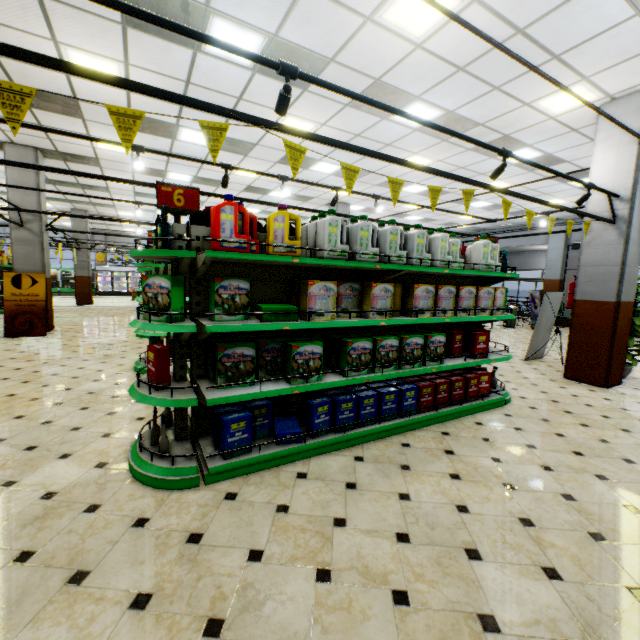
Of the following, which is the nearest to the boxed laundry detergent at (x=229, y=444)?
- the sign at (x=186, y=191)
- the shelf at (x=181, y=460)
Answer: the shelf at (x=181, y=460)

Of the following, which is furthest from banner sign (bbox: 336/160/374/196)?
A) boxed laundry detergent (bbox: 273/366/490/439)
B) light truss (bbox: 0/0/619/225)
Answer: boxed laundry detergent (bbox: 273/366/490/439)

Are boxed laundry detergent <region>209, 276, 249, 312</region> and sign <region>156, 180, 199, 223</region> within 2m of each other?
yes

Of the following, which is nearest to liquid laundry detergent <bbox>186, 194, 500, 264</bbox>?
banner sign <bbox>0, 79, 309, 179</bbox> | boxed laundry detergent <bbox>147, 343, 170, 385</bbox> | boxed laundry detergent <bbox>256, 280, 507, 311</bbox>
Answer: boxed laundry detergent <bbox>256, 280, 507, 311</bbox>

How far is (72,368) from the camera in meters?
5.8 m

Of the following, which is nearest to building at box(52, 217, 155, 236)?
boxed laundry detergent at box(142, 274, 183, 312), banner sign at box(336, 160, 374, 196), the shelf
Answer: the shelf

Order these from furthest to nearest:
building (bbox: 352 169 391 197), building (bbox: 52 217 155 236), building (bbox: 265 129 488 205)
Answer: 1. building (bbox: 52 217 155 236)
2. building (bbox: 352 169 391 197)
3. building (bbox: 265 129 488 205)

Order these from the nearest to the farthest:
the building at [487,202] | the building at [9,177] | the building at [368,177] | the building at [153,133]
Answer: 1. the building at [153,133]
2. the building at [9,177]
3. the building at [368,177]
4. the building at [487,202]
